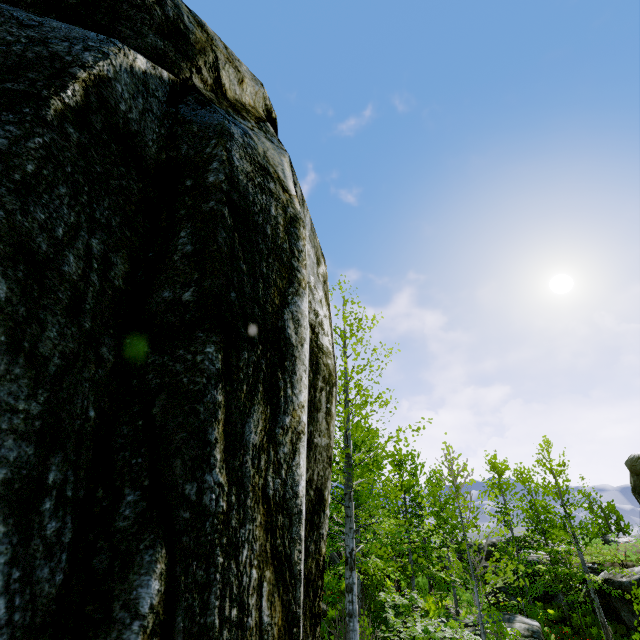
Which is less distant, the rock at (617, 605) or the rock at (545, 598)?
the rock at (617, 605)

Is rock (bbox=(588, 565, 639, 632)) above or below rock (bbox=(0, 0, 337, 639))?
below

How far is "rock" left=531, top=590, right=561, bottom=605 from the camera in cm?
2232

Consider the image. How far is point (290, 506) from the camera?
1.26m

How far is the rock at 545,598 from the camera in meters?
22.3

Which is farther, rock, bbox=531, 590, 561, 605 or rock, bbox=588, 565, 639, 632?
rock, bbox=531, 590, 561, 605

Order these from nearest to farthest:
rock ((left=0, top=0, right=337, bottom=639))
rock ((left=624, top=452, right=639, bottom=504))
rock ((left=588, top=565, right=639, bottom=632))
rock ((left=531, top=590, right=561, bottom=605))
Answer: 1. rock ((left=0, top=0, right=337, bottom=639))
2. rock ((left=624, top=452, right=639, bottom=504))
3. rock ((left=588, top=565, right=639, bottom=632))
4. rock ((left=531, top=590, right=561, bottom=605))
